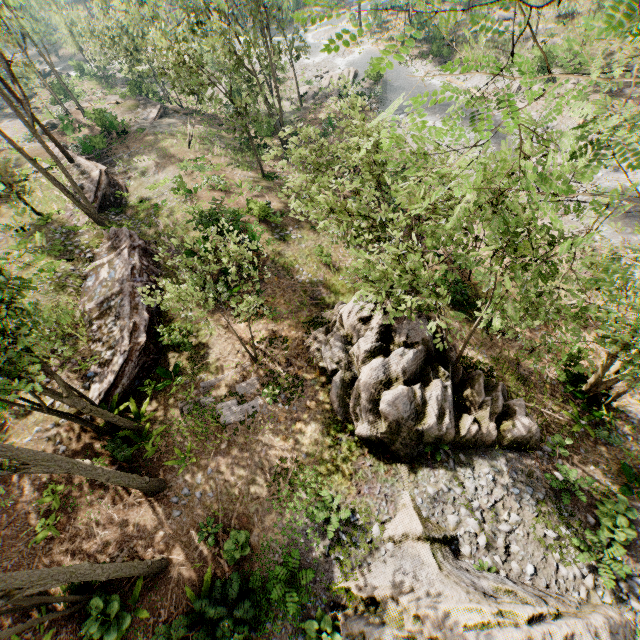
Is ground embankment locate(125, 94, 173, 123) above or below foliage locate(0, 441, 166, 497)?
below

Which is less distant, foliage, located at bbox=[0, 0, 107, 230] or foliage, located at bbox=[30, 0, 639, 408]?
foliage, located at bbox=[30, 0, 639, 408]

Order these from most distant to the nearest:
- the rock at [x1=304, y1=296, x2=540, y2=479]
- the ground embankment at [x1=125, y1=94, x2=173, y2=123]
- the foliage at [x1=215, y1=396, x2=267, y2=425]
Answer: the ground embankment at [x1=125, y1=94, x2=173, y2=123], the foliage at [x1=215, y1=396, x2=267, y2=425], the rock at [x1=304, y1=296, x2=540, y2=479]

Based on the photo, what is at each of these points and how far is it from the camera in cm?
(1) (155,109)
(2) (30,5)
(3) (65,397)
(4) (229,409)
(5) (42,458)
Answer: (1) ground embankment, 3594
(2) foliage, 2783
(3) foliage, 1030
(4) foliage, 1369
(5) foliage, 814

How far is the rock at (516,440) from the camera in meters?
11.9

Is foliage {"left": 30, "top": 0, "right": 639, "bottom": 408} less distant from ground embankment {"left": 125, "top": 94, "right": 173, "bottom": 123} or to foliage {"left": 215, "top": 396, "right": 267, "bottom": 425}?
ground embankment {"left": 125, "top": 94, "right": 173, "bottom": 123}

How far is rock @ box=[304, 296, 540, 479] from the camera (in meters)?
11.88

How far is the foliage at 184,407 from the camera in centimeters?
1388cm
